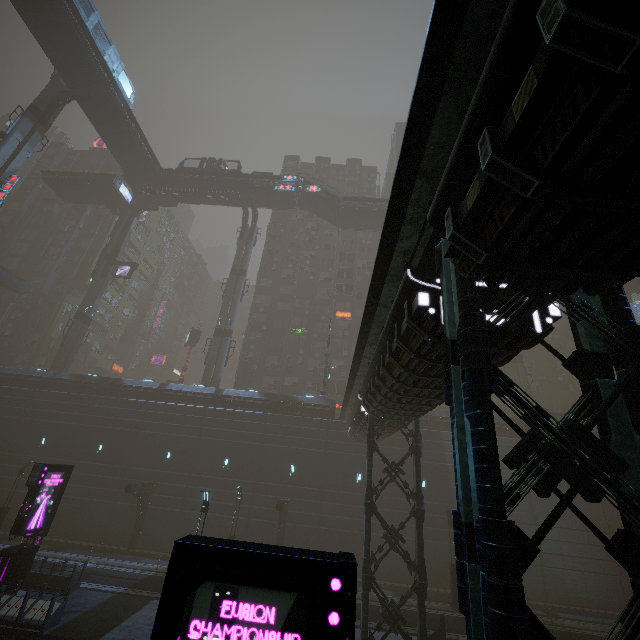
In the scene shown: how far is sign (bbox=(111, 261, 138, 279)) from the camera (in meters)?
43.81

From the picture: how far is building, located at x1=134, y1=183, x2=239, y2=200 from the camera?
44.34m

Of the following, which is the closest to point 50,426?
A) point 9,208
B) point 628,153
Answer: point 628,153

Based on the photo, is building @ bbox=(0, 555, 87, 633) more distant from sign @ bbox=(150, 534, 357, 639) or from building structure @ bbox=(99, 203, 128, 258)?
building structure @ bbox=(99, 203, 128, 258)

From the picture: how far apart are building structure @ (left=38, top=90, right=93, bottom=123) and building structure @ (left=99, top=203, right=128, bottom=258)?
14.7m

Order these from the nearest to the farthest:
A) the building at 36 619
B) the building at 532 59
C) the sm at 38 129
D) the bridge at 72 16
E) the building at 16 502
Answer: the building at 532 59 → the building at 36 619 → the building at 16 502 → the bridge at 72 16 → the sm at 38 129

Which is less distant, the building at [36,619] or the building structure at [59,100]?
the building at [36,619]

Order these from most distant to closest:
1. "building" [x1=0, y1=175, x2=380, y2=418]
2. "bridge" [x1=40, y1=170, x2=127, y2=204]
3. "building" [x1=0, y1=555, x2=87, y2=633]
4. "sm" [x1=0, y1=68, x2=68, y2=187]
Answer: "bridge" [x1=40, y1=170, x2=127, y2=204], "building" [x1=0, y1=175, x2=380, y2=418], "sm" [x1=0, y1=68, x2=68, y2=187], "building" [x1=0, y1=555, x2=87, y2=633]
